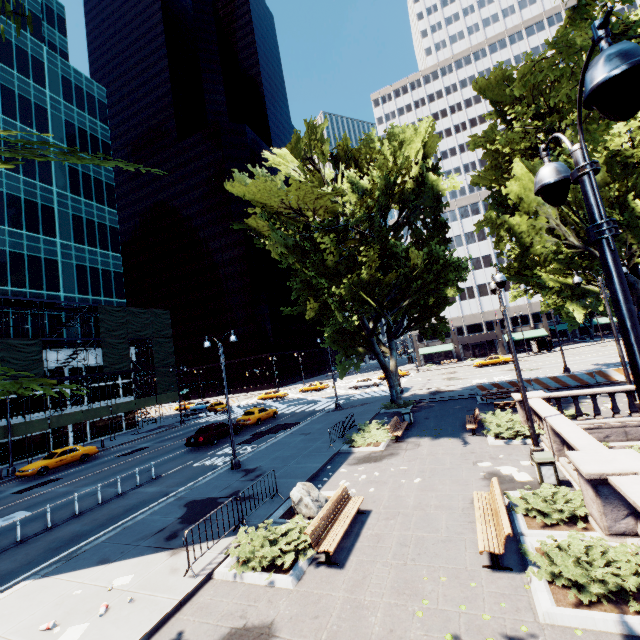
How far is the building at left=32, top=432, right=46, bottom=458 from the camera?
32.66m

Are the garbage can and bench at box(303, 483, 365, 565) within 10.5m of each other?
yes

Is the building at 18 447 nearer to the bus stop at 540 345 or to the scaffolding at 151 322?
the scaffolding at 151 322

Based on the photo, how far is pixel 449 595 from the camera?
6.6 meters

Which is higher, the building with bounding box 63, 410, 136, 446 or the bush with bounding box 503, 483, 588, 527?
the building with bounding box 63, 410, 136, 446

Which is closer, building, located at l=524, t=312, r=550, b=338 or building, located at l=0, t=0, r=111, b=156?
building, located at l=0, t=0, r=111, b=156

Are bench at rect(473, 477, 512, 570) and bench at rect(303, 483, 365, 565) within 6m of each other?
yes

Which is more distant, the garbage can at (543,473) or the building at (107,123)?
the building at (107,123)
